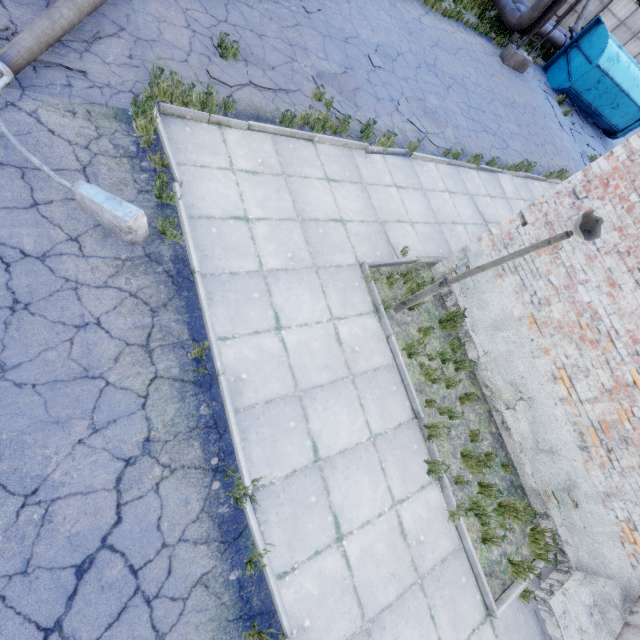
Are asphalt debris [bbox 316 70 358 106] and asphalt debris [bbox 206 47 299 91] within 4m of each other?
yes

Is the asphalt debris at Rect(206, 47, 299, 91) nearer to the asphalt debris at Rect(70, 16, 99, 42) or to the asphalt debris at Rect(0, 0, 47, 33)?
the asphalt debris at Rect(70, 16, 99, 42)

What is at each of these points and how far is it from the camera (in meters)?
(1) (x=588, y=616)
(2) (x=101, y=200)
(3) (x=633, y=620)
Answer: (1) stairs, 4.98
(2) lamp post, 3.87
(3) door, 4.43

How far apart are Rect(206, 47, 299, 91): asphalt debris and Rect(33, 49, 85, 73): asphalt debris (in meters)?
2.04

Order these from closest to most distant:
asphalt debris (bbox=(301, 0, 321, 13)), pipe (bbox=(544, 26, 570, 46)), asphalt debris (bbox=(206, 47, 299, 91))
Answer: asphalt debris (bbox=(206, 47, 299, 91))
asphalt debris (bbox=(301, 0, 321, 13))
pipe (bbox=(544, 26, 570, 46))

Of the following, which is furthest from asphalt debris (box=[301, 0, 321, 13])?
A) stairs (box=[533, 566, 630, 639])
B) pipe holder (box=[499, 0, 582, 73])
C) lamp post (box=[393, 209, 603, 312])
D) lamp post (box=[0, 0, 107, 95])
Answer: stairs (box=[533, 566, 630, 639])

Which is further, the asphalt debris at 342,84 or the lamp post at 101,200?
the asphalt debris at 342,84

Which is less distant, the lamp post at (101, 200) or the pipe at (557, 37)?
the lamp post at (101, 200)
